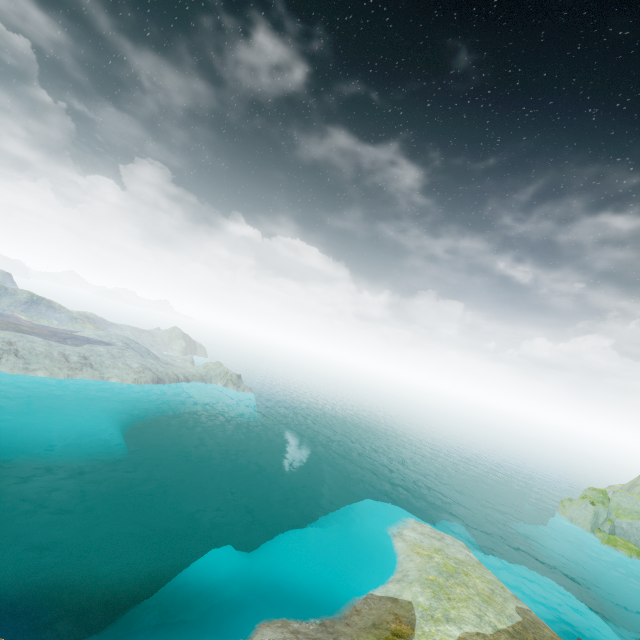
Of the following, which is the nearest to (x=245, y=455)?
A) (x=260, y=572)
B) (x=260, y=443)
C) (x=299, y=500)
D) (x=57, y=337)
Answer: (x=260, y=443)
